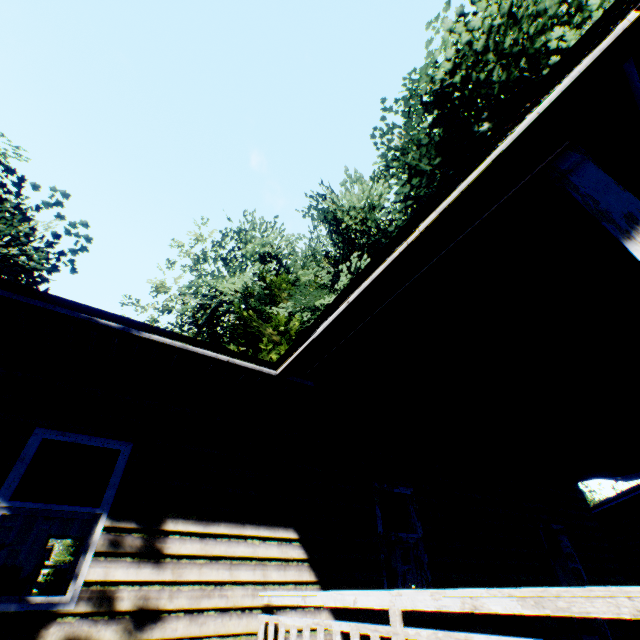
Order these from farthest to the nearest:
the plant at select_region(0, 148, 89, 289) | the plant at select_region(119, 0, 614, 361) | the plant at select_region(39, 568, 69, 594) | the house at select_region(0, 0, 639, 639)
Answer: the plant at select_region(39, 568, 69, 594) → the plant at select_region(0, 148, 89, 289) → the plant at select_region(119, 0, 614, 361) → the house at select_region(0, 0, 639, 639)

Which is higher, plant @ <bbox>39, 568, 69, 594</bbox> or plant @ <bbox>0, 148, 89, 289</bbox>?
plant @ <bbox>0, 148, 89, 289</bbox>

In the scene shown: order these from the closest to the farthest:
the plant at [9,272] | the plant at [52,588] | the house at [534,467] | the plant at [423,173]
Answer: the house at [534,467] → the plant at [423,173] → the plant at [9,272] → the plant at [52,588]

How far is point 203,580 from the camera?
3.8 meters

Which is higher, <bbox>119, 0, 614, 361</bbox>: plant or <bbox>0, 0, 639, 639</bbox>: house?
<bbox>119, 0, 614, 361</bbox>: plant

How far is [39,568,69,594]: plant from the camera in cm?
2886

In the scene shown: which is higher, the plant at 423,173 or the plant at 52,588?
the plant at 423,173

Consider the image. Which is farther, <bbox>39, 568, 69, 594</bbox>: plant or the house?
<bbox>39, 568, 69, 594</bbox>: plant
